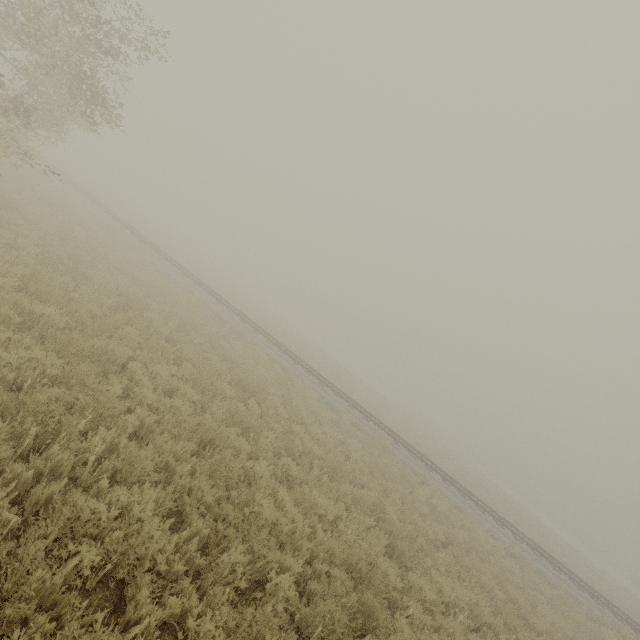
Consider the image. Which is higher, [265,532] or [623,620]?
[623,620]
